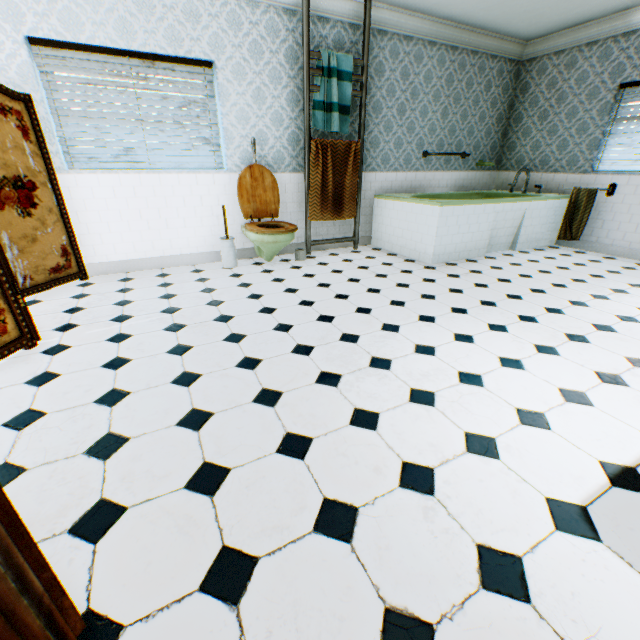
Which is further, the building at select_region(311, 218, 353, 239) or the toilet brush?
the building at select_region(311, 218, 353, 239)

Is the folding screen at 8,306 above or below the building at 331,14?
below

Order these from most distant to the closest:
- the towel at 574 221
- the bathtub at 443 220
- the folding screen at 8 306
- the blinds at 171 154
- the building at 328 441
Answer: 1. the towel at 574 221
2. the bathtub at 443 220
3. the blinds at 171 154
4. the folding screen at 8 306
5. the building at 328 441

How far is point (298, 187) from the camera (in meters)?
4.76

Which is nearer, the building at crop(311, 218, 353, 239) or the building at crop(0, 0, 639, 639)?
the building at crop(0, 0, 639, 639)

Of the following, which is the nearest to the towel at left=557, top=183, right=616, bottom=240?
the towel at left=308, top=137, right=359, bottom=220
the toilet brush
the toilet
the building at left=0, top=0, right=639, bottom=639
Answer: the building at left=0, top=0, right=639, bottom=639

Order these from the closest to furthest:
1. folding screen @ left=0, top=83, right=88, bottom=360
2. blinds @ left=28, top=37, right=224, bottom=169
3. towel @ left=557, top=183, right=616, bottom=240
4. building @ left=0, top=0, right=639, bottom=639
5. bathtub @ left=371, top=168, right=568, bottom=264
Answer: building @ left=0, top=0, right=639, bottom=639
folding screen @ left=0, top=83, right=88, bottom=360
blinds @ left=28, top=37, right=224, bottom=169
bathtub @ left=371, top=168, right=568, bottom=264
towel @ left=557, top=183, right=616, bottom=240

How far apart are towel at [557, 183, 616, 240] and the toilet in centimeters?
439cm
